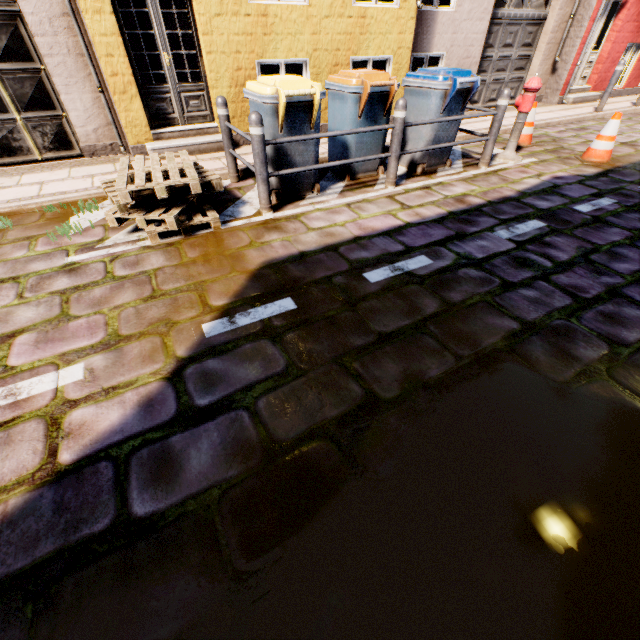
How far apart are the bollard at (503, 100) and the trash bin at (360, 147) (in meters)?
1.69

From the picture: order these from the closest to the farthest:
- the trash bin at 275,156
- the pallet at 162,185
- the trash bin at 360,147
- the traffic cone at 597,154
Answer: the pallet at 162,185, the trash bin at 275,156, the trash bin at 360,147, the traffic cone at 597,154

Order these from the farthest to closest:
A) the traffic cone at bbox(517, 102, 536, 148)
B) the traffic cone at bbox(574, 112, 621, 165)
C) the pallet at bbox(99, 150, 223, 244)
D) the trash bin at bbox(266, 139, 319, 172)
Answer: the traffic cone at bbox(517, 102, 536, 148) < the traffic cone at bbox(574, 112, 621, 165) < the trash bin at bbox(266, 139, 319, 172) < the pallet at bbox(99, 150, 223, 244)

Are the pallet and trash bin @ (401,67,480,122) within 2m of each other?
no

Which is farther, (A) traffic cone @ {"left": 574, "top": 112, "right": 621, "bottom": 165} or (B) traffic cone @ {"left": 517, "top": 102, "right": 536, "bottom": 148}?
(B) traffic cone @ {"left": 517, "top": 102, "right": 536, "bottom": 148}

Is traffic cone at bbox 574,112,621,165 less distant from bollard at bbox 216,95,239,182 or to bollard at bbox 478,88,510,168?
bollard at bbox 478,88,510,168

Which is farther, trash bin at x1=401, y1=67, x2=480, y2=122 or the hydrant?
the hydrant

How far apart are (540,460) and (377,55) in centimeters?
796cm
